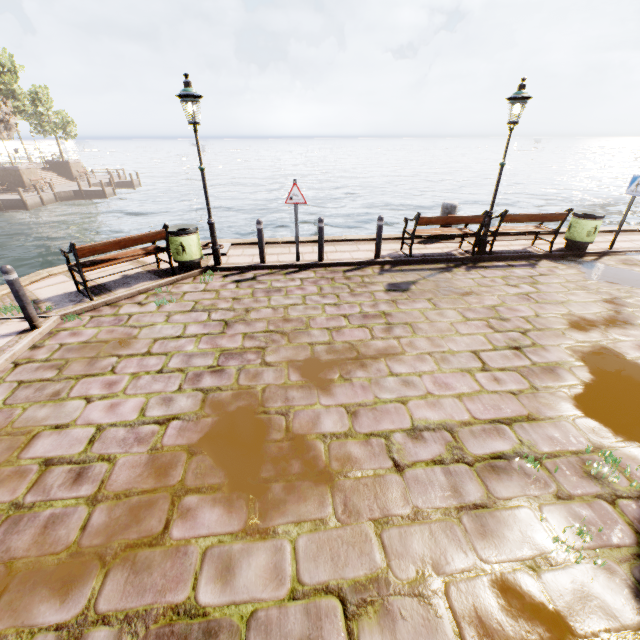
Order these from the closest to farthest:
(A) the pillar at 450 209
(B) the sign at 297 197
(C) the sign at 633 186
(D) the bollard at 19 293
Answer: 1. (D) the bollard at 19 293
2. (B) the sign at 297 197
3. (C) the sign at 633 186
4. (A) the pillar at 450 209

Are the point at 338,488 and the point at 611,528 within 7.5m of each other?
yes

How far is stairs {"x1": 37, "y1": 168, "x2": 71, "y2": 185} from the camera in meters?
34.1

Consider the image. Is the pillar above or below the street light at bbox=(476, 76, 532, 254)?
below

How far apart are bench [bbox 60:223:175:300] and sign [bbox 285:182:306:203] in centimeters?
263cm

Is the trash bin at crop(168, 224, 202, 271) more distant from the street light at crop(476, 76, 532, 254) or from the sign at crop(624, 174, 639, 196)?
the sign at crop(624, 174, 639, 196)

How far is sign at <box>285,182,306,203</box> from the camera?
7.4 meters

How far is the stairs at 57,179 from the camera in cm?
3409
